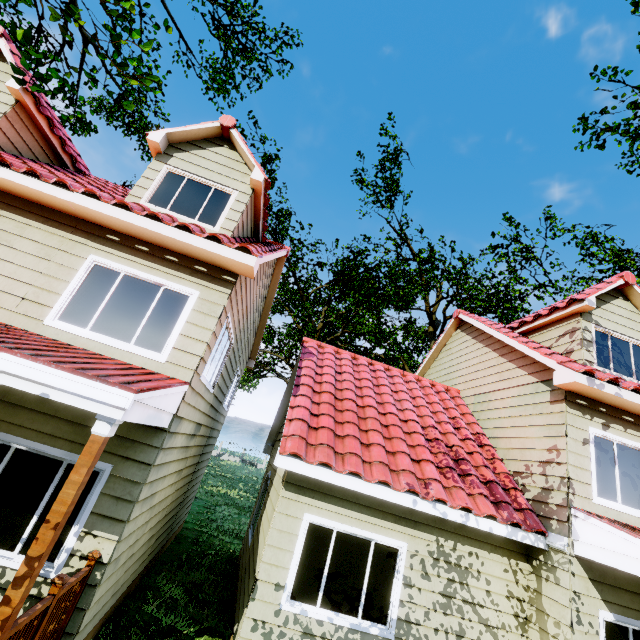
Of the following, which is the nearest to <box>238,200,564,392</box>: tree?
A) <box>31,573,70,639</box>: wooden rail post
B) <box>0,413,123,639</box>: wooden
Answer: <box>0,413,123,639</box>: wooden

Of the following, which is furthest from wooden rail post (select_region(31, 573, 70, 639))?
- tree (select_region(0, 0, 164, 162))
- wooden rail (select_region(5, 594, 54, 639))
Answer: tree (select_region(0, 0, 164, 162))

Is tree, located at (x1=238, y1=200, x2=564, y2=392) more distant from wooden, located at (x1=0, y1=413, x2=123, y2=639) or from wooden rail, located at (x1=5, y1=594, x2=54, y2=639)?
wooden rail, located at (x1=5, y1=594, x2=54, y2=639)

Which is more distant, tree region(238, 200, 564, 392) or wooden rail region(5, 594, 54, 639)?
tree region(238, 200, 564, 392)

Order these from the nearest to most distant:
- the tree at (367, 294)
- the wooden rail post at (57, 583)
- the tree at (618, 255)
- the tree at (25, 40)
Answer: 1. the wooden rail post at (57, 583)
2. the tree at (25, 40)
3. the tree at (618, 255)
4. the tree at (367, 294)

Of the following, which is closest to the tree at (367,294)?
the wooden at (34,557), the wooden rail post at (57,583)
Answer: the wooden at (34,557)

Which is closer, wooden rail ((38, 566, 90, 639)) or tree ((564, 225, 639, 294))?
wooden rail ((38, 566, 90, 639))

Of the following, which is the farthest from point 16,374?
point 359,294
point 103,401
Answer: point 359,294
